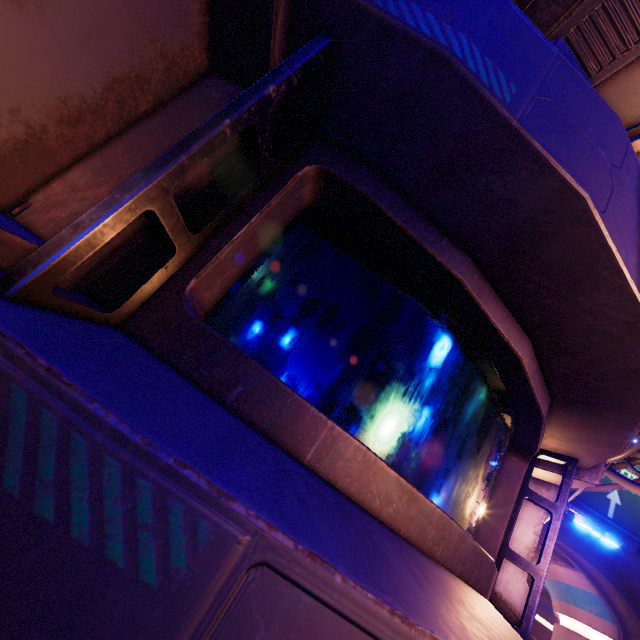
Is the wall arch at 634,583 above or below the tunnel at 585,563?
above

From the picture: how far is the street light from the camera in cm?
579

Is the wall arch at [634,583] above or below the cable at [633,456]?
above

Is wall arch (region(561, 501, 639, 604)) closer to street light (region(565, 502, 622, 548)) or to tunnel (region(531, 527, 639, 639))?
tunnel (region(531, 527, 639, 639))

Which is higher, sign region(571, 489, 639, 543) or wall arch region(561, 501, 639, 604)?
sign region(571, 489, 639, 543)

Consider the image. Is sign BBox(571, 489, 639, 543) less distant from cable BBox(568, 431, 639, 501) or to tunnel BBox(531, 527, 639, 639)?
tunnel BBox(531, 527, 639, 639)

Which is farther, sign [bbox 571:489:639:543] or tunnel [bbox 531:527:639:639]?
tunnel [bbox 531:527:639:639]

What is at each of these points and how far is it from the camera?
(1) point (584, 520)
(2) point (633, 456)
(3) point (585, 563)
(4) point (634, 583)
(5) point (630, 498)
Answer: (1) street light, 5.90m
(2) cable, 6.15m
(3) tunnel, 21.88m
(4) wall arch, 19.55m
(5) sign, 19.48m
